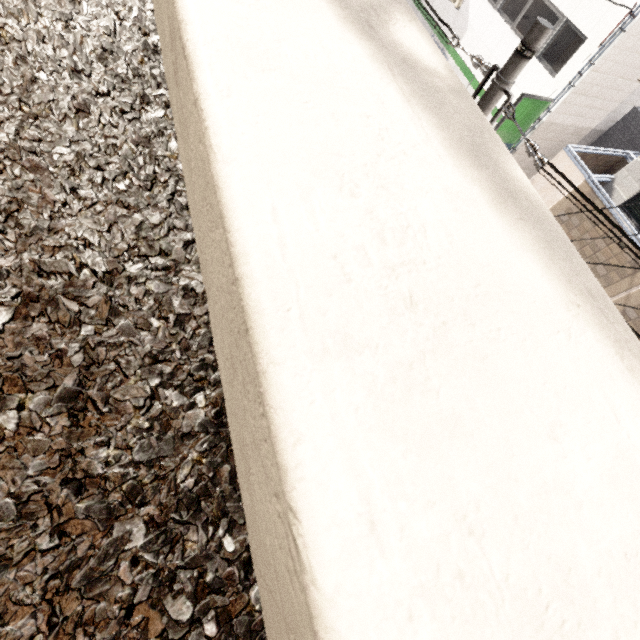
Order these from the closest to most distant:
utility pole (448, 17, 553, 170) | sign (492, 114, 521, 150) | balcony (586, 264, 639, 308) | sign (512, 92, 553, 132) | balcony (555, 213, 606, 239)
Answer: utility pole (448, 17, 553, 170) → balcony (586, 264, 639, 308) → balcony (555, 213, 606, 239) → sign (512, 92, 553, 132) → sign (492, 114, 521, 150)

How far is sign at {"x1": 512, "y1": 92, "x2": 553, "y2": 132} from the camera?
10.5m

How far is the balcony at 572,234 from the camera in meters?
8.2

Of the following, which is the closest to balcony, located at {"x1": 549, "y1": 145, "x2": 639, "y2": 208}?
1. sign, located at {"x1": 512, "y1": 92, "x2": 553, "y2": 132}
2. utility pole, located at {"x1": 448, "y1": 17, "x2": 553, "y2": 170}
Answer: sign, located at {"x1": 512, "y1": 92, "x2": 553, "y2": 132}

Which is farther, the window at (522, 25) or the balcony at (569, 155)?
the window at (522, 25)

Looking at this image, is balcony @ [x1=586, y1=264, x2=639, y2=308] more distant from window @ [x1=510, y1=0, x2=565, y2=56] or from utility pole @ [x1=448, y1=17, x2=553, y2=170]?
utility pole @ [x1=448, y1=17, x2=553, y2=170]

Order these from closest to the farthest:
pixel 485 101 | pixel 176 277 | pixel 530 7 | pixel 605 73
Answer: pixel 176 277 < pixel 485 101 < pixel 605 73 < pixel 530 7

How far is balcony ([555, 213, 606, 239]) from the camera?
8.2m
